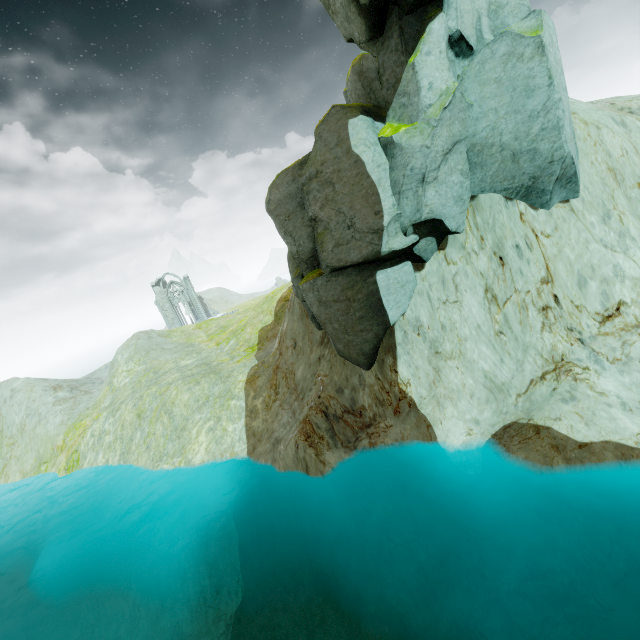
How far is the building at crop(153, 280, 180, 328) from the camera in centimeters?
5858cm

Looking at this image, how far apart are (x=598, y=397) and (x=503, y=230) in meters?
6.9

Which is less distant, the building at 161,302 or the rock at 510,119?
the rock at 510,119

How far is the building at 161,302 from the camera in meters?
58.6 m

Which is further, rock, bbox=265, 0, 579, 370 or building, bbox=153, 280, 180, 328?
building, bbox=153, 280, 180, 328
